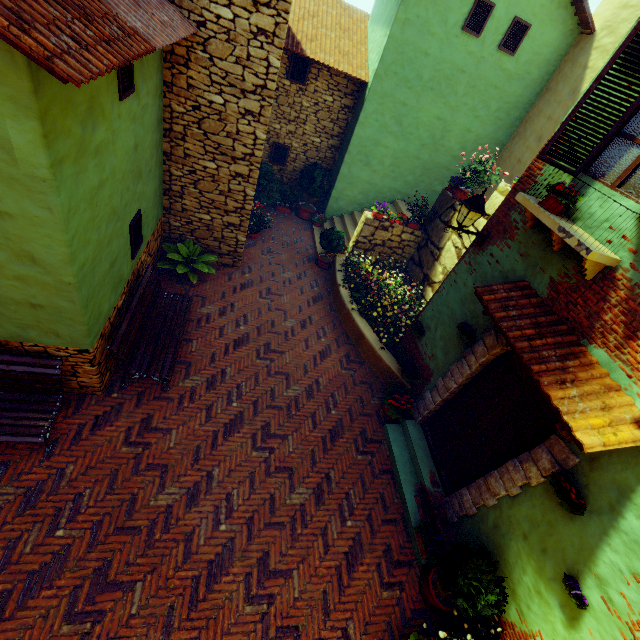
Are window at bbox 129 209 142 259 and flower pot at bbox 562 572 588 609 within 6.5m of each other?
no

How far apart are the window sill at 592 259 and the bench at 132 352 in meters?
6.1

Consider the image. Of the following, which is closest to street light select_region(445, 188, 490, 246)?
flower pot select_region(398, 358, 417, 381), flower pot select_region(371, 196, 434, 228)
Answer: flower pot select_region(398, 358, 417, 381)

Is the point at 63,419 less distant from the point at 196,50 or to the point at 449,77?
the point at 196,50

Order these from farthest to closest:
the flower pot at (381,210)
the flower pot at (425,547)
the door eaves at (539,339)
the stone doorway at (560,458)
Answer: the flower pot at (381,210) → the flower pot at (425,547) → the stone doorway at (560,458) → the door eaves at (539,339)

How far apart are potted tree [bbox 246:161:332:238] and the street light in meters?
7.0 m

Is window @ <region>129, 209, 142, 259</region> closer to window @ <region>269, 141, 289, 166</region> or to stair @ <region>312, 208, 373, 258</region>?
stair @ <region>312, 208, 373, 258</region>

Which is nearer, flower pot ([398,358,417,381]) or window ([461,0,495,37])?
flower pot ([398,358,417,381])
